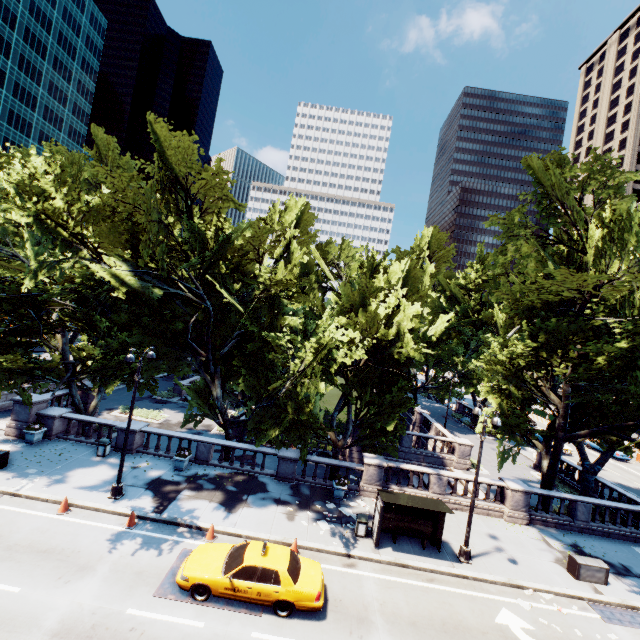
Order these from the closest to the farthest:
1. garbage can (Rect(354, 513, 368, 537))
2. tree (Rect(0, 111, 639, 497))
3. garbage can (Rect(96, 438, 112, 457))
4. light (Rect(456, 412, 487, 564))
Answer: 1. tree (Rect(0, 111, 639, 497))
2. light (Rect(456, 412, 487, 564))
3. garbage can (Rect(354, 513, 368, 537))
4. garbage can (Rect(96, 438, 112, 457))

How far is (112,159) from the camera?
32.3m

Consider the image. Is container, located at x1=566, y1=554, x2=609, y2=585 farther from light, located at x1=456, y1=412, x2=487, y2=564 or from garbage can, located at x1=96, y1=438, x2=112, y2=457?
garbage can, located at x1=96, y1=438, x2=112, y2=457

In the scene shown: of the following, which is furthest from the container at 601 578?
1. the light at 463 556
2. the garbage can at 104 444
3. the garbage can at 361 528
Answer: the garbage can at 104 444

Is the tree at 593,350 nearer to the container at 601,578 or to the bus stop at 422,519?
the bus stop at 422,519

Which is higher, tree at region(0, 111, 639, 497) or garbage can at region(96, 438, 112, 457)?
tree at region(0, 111, 639, 497)

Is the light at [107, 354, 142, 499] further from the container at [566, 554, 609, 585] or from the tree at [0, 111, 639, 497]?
the container at [566, 554, 609, 585]

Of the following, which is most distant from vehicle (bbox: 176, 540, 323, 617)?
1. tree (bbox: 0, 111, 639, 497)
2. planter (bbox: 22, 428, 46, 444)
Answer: planter (bbox: 22, 428, 46, 444)
